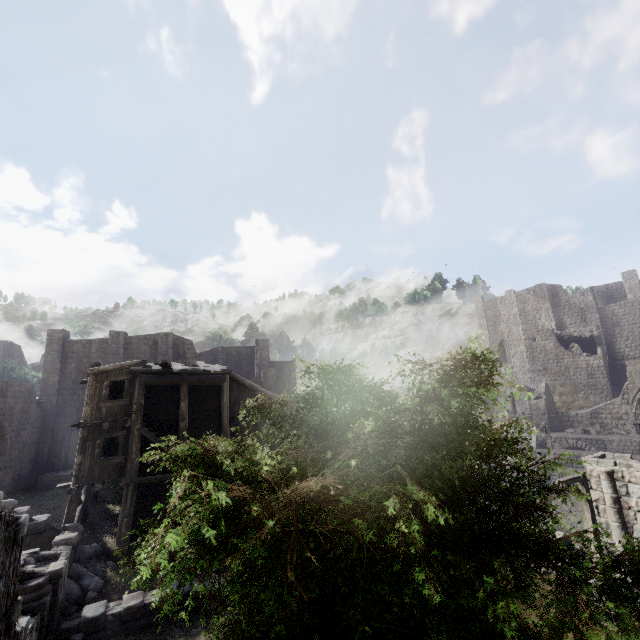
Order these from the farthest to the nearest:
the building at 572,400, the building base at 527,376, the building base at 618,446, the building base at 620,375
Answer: the building base at 527,376
the building base at 620,375
the building at 572,400
the building base at 618,446

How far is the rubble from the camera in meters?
11.8

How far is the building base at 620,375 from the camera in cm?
3891

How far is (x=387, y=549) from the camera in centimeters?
448cm

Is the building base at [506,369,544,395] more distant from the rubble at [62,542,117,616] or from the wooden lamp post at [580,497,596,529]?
the rubble at [62,542,117,616]

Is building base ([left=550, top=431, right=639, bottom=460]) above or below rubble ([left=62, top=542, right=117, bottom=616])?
above

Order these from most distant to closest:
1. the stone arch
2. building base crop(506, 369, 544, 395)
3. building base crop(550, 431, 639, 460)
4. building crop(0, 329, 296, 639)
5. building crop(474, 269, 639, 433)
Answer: building base crop(506, 369, 544, 395)
building crop(474, 269, 639, 433)
building base crop(550, 431, 639, 460)
the stone arch
building crop(0, 329, 296, 639)

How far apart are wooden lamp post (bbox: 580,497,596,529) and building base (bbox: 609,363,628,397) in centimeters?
3781cm
